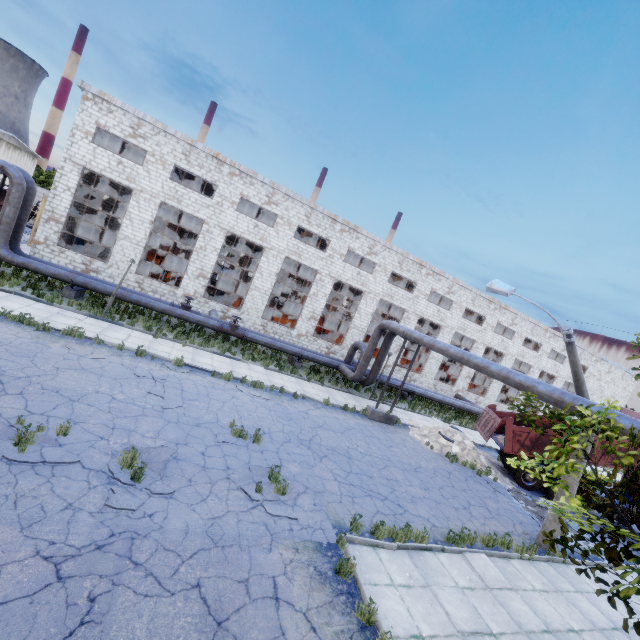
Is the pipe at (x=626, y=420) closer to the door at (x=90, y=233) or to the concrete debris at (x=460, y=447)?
the concrete debris at (x=460, y=447)

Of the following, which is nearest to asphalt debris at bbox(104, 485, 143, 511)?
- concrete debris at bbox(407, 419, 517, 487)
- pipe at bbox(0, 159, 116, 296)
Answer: pipe at bbox(0, 159, 116, 296)

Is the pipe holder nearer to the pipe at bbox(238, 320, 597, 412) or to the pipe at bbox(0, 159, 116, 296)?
the pipe at bbox(0, 159, 116, 296)

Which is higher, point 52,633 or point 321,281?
point 321,281

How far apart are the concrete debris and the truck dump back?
0.6m

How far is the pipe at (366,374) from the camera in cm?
988

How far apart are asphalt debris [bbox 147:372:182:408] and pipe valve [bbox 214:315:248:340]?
7.15m

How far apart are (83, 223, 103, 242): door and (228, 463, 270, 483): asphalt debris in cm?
2926
